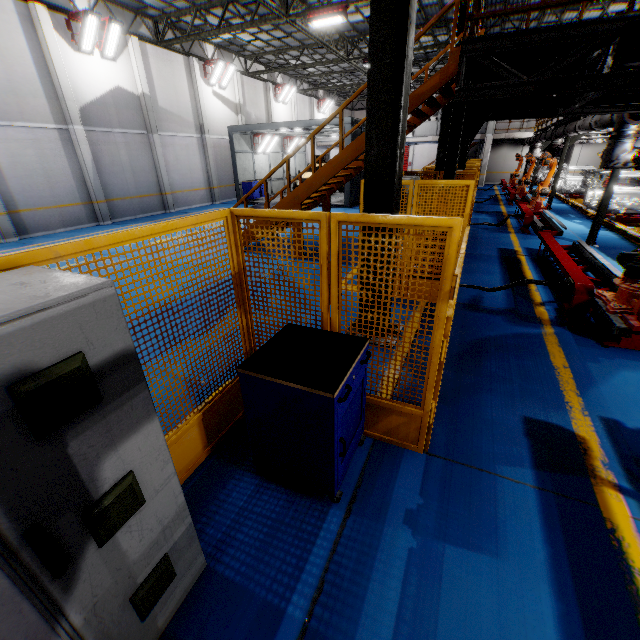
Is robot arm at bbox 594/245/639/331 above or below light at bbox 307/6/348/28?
below

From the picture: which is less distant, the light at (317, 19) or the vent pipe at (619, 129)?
the vent pipe at (619, 129)

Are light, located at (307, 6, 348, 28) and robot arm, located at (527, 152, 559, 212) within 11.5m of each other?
yes

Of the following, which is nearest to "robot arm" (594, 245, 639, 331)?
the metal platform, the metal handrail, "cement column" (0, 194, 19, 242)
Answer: the metal platform

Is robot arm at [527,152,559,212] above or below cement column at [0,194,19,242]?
above

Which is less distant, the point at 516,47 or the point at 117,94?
the point at 516,47

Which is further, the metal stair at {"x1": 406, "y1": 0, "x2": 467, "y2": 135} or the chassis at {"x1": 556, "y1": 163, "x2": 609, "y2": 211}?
the chassis at {"x1": 556, "y1": 163, "x2": 609, "y2": 211}

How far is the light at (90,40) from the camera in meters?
12.9 m
